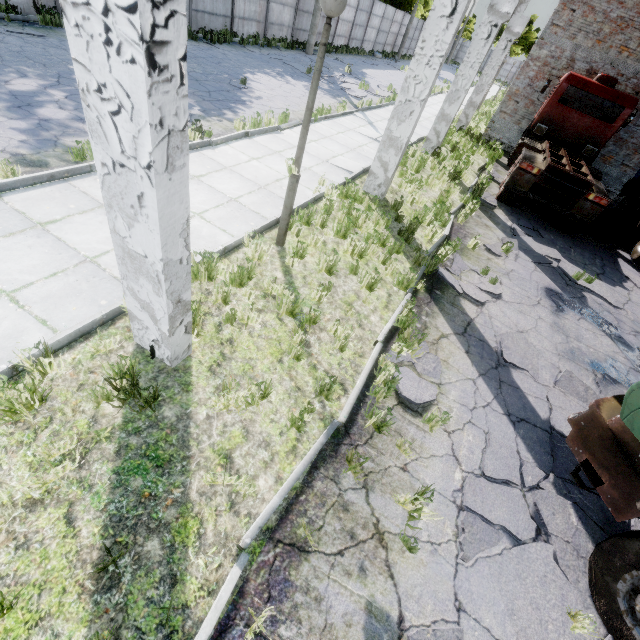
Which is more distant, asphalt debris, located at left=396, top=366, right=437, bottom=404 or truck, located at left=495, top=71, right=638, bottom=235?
truck, located at left=495, top=71, right=638, bottom=235

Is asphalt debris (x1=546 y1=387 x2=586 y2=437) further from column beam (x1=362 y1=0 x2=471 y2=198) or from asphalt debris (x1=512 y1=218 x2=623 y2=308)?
column beam (x1=362 y1=0 x2=471 y2=198)

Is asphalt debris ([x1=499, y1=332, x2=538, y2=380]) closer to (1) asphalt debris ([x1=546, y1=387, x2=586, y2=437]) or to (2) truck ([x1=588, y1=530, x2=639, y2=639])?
(1) asphalt debris ([x1=546, y1=387, x2=586, y2=437])

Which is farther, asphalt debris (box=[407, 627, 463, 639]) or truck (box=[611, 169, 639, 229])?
truck (box=[611, 169, 639, 229])

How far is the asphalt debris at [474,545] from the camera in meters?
3.2 m

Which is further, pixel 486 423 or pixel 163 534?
pixel 486 423

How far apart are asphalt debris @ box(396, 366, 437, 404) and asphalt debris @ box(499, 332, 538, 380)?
1.33m

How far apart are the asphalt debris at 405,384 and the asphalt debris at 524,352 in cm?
133
